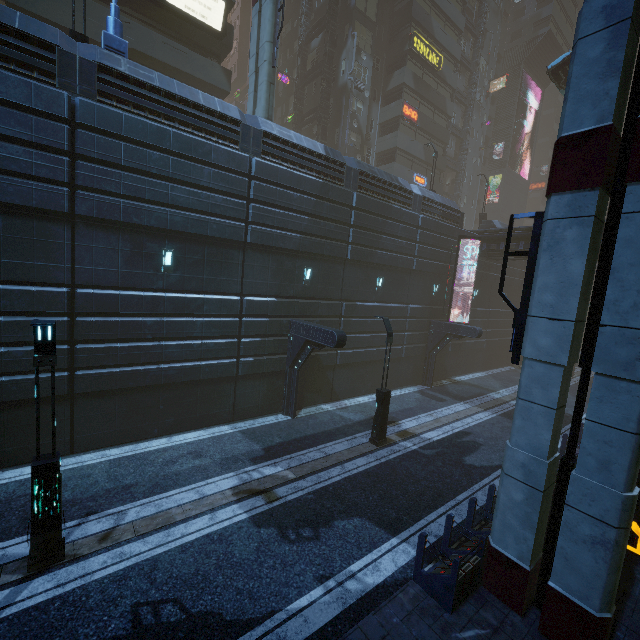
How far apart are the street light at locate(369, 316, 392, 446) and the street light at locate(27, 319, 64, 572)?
10.6 meters

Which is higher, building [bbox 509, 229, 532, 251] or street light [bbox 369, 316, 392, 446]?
building [bbox 509, 229, 532, 251]

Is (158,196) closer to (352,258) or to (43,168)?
(43,168)

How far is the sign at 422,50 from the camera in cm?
3112

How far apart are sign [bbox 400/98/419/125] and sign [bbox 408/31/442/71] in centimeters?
434cm

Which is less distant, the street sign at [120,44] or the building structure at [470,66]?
the street sign at [120,44]

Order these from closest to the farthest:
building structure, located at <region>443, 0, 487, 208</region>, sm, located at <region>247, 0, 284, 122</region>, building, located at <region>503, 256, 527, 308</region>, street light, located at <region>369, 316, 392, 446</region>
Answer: street light, located at <region>369, 316, 392, 446</region>
sm, located at <region>247, 0, 284, 122</region>
building, located at <region>503, 256, 527, 308</region>
building structure, located at <region>443, 0, 487, 208</region>

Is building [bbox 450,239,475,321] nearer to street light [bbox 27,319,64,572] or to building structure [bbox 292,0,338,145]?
building structure [bbox 292,0,338,145]
